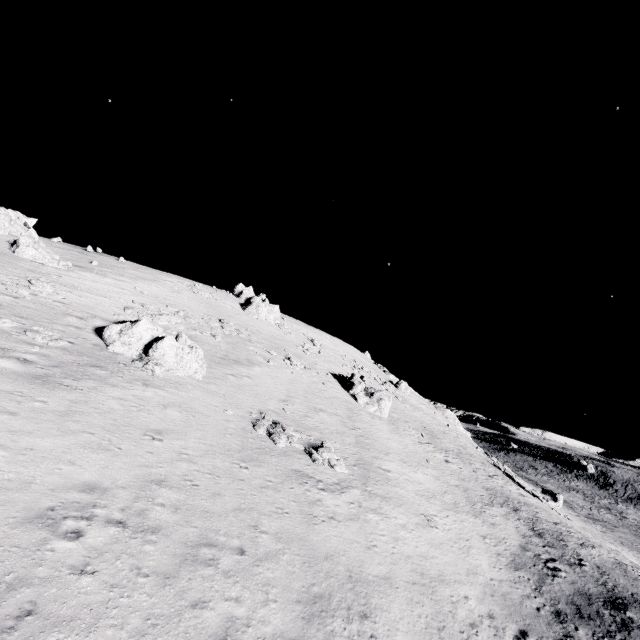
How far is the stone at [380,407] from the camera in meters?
37.6

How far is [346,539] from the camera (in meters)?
14.70

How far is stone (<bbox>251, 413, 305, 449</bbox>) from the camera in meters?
20.2

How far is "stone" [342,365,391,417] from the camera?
37.59m

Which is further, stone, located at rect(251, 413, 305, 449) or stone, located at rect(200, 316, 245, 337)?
stone, located at rect(200, 316, 245, 337)

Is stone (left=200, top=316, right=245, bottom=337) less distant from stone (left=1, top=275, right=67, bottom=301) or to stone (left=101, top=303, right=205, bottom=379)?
stone (left=101, top=303, right=205, bottom=379)

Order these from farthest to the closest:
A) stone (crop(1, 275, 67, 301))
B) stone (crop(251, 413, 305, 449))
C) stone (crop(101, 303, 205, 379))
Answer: stone (crop(1, 275, 67, 301)), stone (crop(101, 303, 205, 379)), stone (crop(251, 413, 305, 449))

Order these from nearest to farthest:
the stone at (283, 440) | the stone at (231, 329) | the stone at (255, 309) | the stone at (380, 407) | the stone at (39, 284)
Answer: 1. the stone at (283, 440)
2. the stone at (39, 284)
3. the stone at (231, 329)
4. the stone at (380, 407)
5. the stone at (255, 309)
